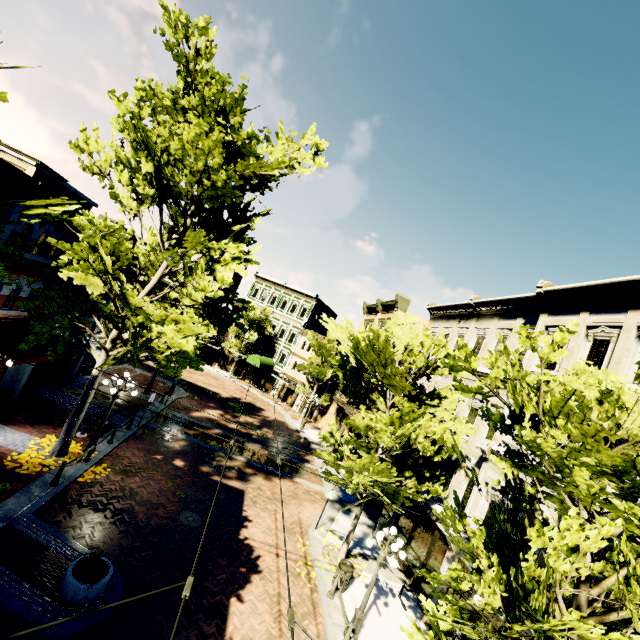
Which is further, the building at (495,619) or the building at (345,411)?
the building at (345,411)

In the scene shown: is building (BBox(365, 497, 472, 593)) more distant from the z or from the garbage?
the garbage

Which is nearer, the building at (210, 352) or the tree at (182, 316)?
the tree at (182, 316)

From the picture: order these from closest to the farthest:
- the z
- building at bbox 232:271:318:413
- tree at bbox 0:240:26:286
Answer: tree at bbox 0:240:26:286
the z
building at bbox 232:271:318:413

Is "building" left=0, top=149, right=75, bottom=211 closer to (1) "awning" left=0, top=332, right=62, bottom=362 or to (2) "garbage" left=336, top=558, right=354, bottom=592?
(2) "garbage" left=336, top=558, right=354, bottom=592

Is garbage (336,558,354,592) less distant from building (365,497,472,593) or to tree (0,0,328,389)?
tree (0,0,328,389)

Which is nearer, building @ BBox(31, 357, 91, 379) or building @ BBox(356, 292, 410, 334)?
building @ BBox(31, 357, 91, 379)

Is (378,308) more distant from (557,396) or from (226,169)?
→ (557,396)
